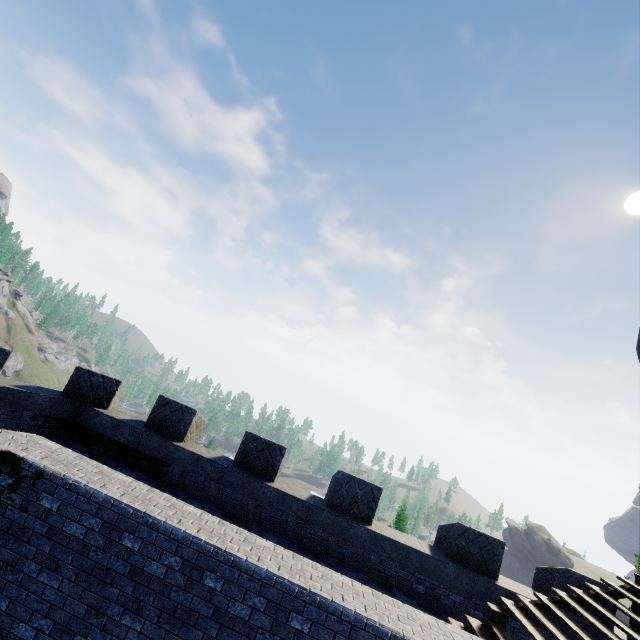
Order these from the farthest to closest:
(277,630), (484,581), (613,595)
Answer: (484,581) < (613,595) < (277,630)
